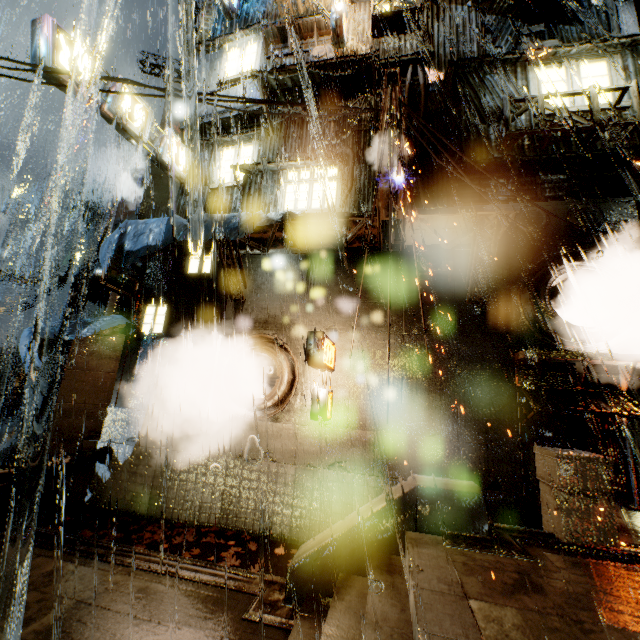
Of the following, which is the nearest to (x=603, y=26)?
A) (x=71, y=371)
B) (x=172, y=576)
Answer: (x=172, y=576)

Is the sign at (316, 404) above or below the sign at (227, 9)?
below

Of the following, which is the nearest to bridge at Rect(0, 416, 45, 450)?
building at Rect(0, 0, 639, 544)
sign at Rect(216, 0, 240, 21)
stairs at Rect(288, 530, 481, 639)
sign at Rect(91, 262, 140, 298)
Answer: building at Rect(0, 0, 639, 544)

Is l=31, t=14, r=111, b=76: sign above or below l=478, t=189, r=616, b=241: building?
above

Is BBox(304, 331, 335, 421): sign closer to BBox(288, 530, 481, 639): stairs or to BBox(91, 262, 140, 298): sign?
BBox(288, 530, 481, 639): stairs

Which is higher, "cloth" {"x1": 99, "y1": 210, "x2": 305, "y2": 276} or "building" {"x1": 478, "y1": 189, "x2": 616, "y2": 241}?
"building" {"x1": 478, "y1": 189, "x2": 616, "y2": 241}

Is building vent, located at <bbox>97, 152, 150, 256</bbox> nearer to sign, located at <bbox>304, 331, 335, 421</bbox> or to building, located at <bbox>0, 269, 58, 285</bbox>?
building, located at <bbox>0, 269, 58, 285</bbox>

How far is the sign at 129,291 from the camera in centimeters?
992cm
